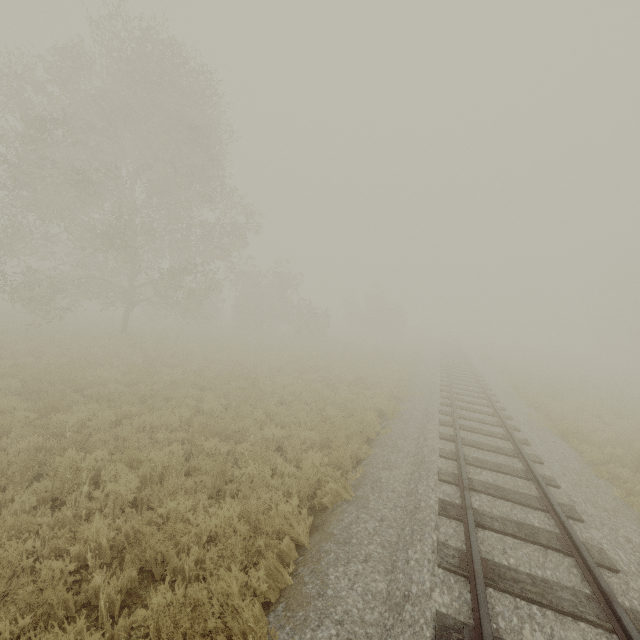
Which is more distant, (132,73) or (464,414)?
(132,73)
